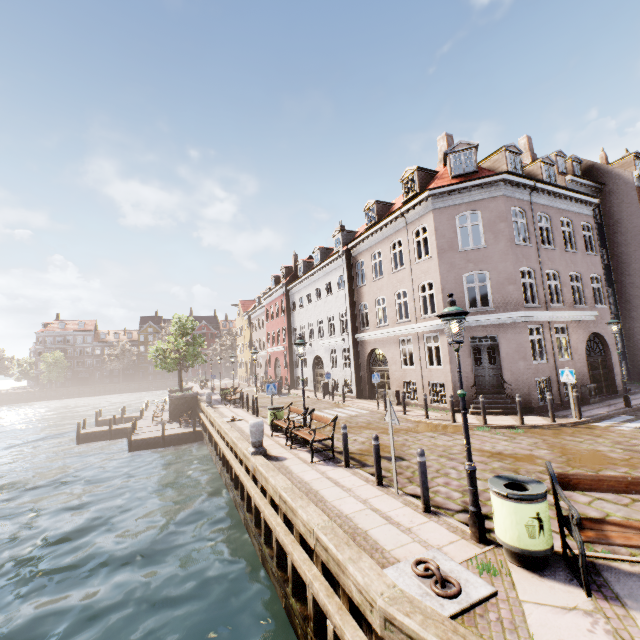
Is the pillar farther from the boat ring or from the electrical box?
the electrical box

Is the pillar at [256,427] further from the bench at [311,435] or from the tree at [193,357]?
the tree at [193,357]

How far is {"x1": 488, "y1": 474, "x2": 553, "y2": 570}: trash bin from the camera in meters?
4.2

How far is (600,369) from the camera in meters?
17.1 m

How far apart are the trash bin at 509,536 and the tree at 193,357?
27.5m

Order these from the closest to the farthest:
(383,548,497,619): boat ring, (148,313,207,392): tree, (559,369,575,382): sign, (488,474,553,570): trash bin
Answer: (383,548,497,619): boat ring, (488,474,553,570): trash bin, (559,369,575,382): sign, (148,313,207,392): tree

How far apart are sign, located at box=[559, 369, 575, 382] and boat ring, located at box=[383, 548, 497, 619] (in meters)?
10.56

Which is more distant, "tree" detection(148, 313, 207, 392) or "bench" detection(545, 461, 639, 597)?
"tree" detection(148, 313, 207, 392)
